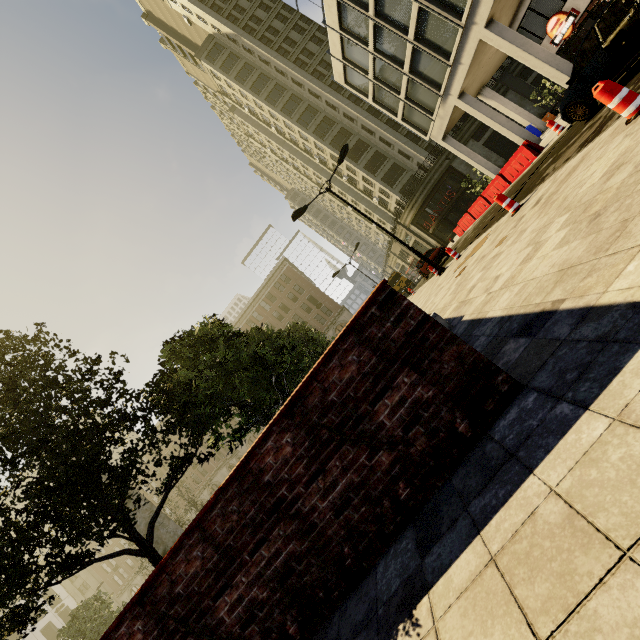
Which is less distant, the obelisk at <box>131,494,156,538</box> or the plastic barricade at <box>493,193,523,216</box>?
the plastic barricade at <box>493,193,523,216</box>

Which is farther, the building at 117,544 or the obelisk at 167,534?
the building at 117,544

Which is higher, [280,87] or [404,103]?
[280,87]

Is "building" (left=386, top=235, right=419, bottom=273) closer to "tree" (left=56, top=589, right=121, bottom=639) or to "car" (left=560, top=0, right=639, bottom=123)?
"tree" (left=56, top=589, right=121, bottom=639)

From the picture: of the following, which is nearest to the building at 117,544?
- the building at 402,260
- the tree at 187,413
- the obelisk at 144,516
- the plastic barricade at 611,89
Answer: the building at 402,260

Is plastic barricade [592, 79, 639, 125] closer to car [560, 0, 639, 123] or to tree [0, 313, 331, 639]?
car [560, 0, 639, 123]

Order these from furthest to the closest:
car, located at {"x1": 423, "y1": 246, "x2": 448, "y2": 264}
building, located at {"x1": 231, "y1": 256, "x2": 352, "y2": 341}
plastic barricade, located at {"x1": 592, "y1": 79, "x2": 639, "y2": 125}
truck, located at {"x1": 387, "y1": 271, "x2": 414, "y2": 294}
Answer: building, located at {"x1": 231, "y1": 256, "x2": 352, "y2": 341}
truck, located at {"x1": 387, "y1": 271, "x2": 414, "y2": 294}
car, located at {"x1": 423, "y1": 246, "x2": 448, "y2": 264}
plastic barricade, located at {"x1": 592, "y1": 79, "x2": 639, "y2": 125}

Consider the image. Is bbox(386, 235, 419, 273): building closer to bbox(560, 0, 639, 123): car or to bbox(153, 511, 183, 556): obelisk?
bbox(560, 0, 639, 123): car
